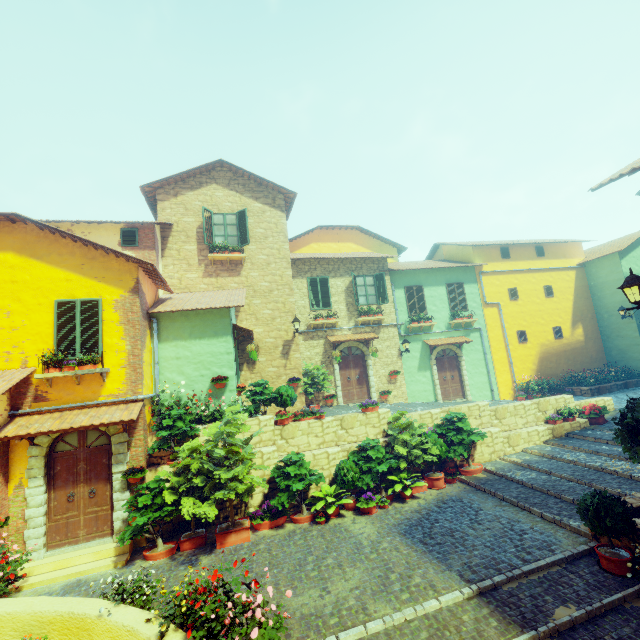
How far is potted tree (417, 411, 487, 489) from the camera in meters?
10.0

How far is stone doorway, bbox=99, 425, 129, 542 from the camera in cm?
827

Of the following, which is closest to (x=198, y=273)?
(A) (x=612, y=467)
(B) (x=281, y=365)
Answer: (B) (x=281, y=365)

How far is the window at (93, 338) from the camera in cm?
862

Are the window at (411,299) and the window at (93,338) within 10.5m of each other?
no

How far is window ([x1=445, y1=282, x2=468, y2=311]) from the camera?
17.9 meters

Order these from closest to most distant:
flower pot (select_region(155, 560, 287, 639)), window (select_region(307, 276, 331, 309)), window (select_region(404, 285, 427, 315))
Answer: flower pot (select_region(155, 560, 287, 639))
window (select_region(307, 276, 331, 309))
window (select_region(404, 285, 427, 315))

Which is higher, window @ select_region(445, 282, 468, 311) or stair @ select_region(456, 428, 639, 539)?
window @ select_region(445, 282, 468, 311)
